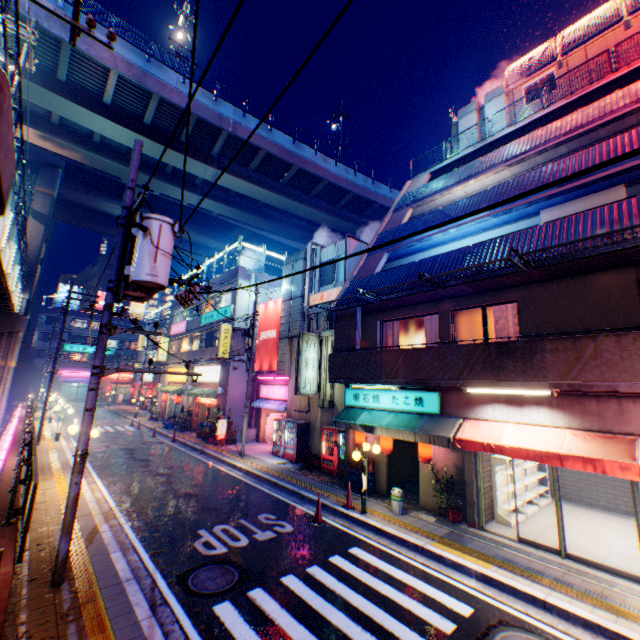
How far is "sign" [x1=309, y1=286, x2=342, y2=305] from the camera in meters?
17.9

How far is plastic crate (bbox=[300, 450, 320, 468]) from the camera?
15.9m

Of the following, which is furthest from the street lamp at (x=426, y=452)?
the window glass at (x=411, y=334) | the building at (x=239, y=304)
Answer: the building at (x=239, y=304)

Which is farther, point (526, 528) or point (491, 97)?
point (491, 97)

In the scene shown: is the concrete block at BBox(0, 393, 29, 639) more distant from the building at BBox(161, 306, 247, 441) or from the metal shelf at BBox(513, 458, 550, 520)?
the metal shelf at BBox(513, 458, 550, 520)

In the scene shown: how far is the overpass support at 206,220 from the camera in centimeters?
4472cm

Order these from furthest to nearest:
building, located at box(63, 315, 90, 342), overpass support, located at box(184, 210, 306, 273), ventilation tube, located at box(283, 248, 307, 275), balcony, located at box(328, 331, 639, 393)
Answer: building, located at box(63, 315, 90, 342)
overpass support, located at box(184, 210, 306, 273)
ventilation tube, located at box(283, 248, 307, 275)
balcony, located at box(328, 331, 639, 393)

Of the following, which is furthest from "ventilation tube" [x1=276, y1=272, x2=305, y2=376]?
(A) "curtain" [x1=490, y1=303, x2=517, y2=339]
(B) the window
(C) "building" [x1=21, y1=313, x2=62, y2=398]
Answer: (C) "building" [x1=21, y1=313, x2=62, y2=398]
